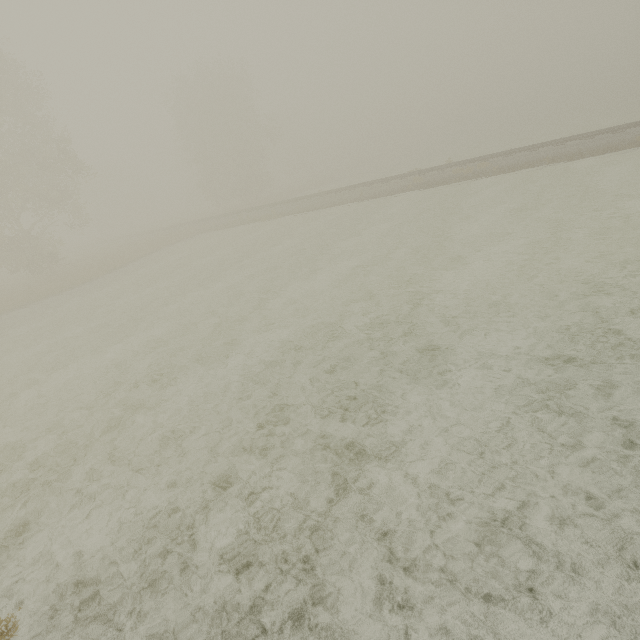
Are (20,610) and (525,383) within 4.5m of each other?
no
